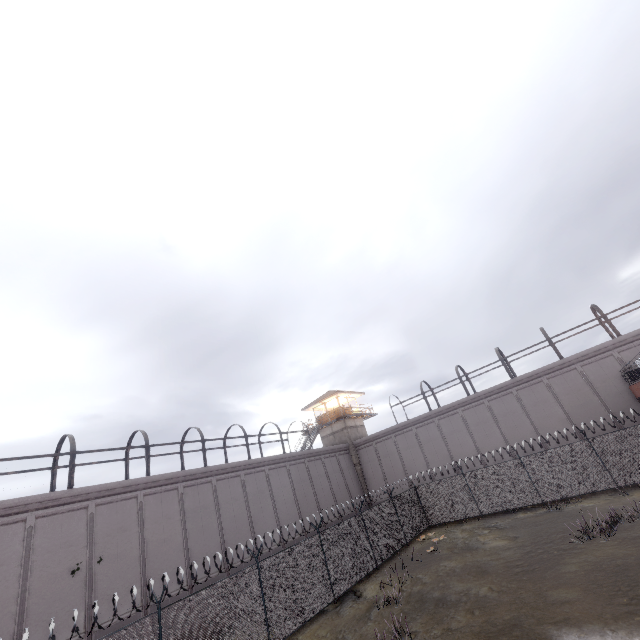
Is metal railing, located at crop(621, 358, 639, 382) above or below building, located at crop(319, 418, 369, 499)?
below

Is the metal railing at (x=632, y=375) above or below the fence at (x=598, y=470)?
above

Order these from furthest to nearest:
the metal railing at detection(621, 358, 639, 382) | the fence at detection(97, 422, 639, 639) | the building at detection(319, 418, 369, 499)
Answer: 1. the building at detection(319, 418, 369, 499)
2. the metal railing at detection(621, 358, 639, 382)
3. the fence at detection(97, 422, 639, 639)

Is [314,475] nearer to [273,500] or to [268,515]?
[273,500]

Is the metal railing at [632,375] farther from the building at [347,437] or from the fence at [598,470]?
the building at [347,437]

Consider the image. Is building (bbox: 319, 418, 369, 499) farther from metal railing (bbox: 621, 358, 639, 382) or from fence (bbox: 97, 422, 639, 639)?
metal railing (bbox: 621, 358, 639, 382)

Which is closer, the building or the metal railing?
the metal railing
